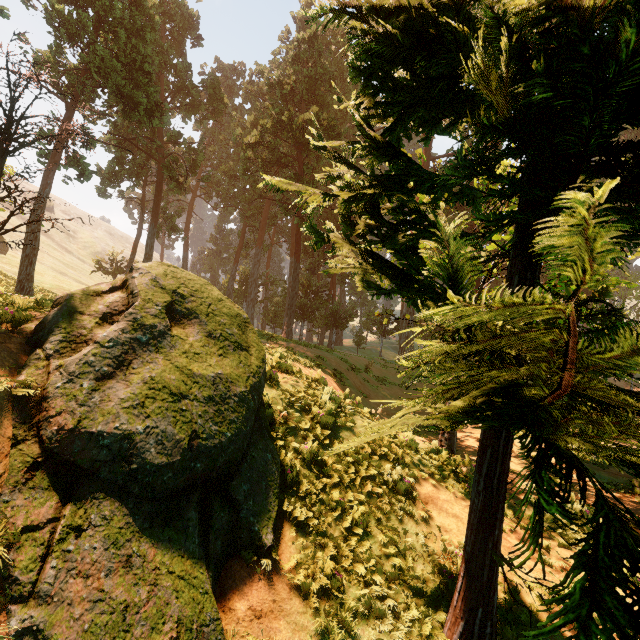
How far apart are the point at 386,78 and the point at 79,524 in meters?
7.1
